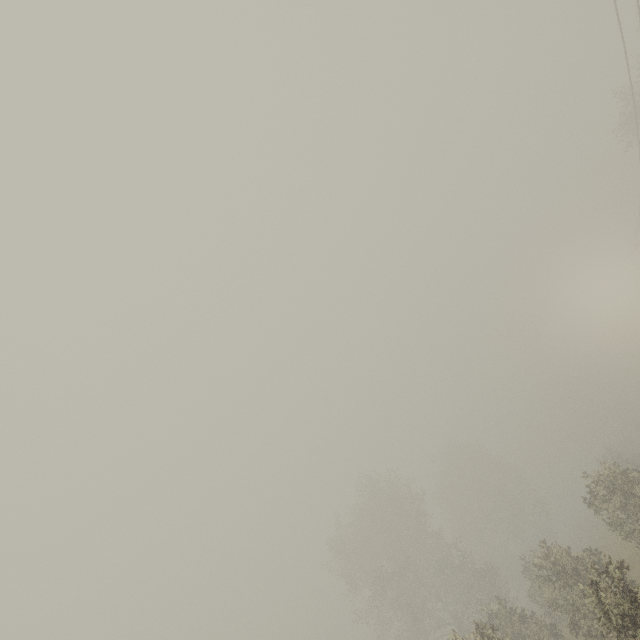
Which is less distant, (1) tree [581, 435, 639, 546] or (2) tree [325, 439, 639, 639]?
(2) tree [325, 439, 639, 639]

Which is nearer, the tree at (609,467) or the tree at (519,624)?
the tree at (519,624)

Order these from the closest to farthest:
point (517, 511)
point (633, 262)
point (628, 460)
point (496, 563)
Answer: point (628, 460) < point (633, 262) < point (496, 563) < point (517, 511)
